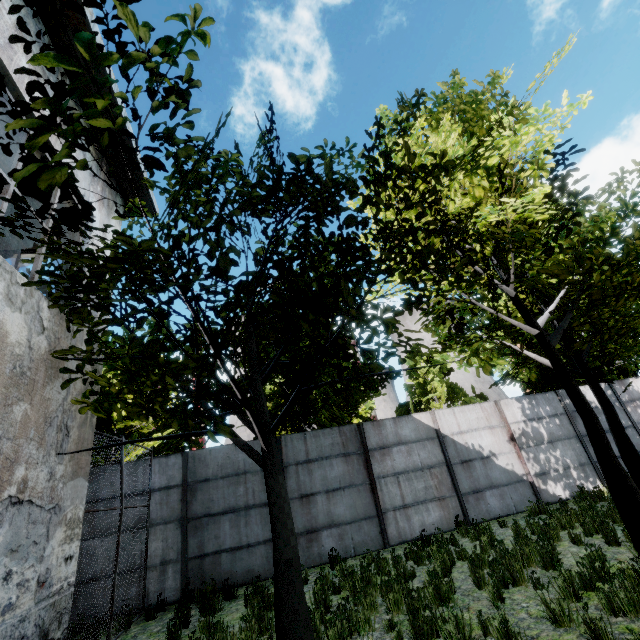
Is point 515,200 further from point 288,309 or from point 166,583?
point 166,583
